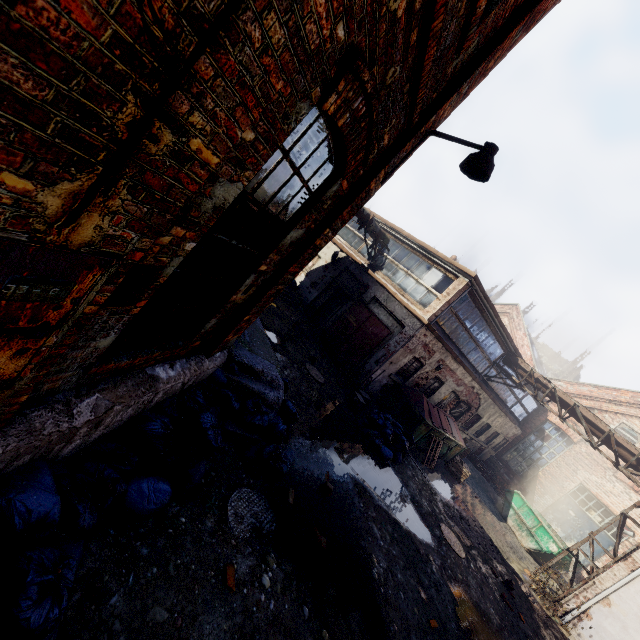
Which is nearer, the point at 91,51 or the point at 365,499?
the point at 91,51

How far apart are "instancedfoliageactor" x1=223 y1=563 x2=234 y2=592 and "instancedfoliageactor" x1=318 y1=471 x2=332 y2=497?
2.69m

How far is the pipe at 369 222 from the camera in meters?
14.5 m

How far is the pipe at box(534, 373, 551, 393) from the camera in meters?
14.5

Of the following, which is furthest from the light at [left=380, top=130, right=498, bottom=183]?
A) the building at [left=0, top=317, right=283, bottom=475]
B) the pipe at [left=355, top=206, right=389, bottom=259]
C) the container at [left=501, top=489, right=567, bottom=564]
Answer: the container at [left=501, top=489, right=567, bottom=564]

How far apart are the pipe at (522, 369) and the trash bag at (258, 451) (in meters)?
13.34

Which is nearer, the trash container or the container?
the trash container

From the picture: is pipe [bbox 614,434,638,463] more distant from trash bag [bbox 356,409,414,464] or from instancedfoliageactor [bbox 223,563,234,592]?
instancedfoliageactor [bbox 223,563,234,592]
